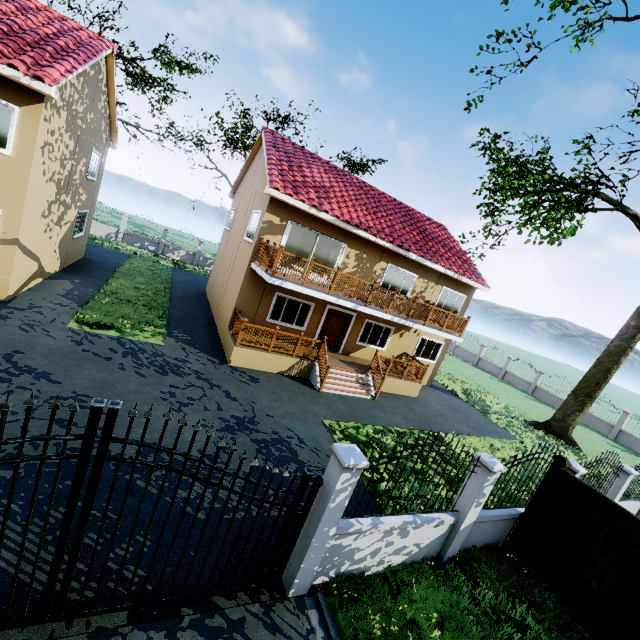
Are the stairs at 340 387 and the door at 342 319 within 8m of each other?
yes

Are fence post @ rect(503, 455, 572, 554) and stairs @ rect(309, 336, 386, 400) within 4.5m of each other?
no

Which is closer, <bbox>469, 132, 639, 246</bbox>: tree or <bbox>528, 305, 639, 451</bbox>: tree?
<bbox>469, 132, 639, 246</bbox>: tree

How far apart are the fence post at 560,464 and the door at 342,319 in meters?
10.0

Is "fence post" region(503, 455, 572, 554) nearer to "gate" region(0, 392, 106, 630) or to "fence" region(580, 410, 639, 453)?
"fence" region(580, 410, 639, 453)

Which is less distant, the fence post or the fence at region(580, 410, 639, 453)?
the fence post

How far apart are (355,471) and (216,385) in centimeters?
691cm

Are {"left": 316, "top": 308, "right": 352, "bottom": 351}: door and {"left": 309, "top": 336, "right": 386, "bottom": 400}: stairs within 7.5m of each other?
yes
